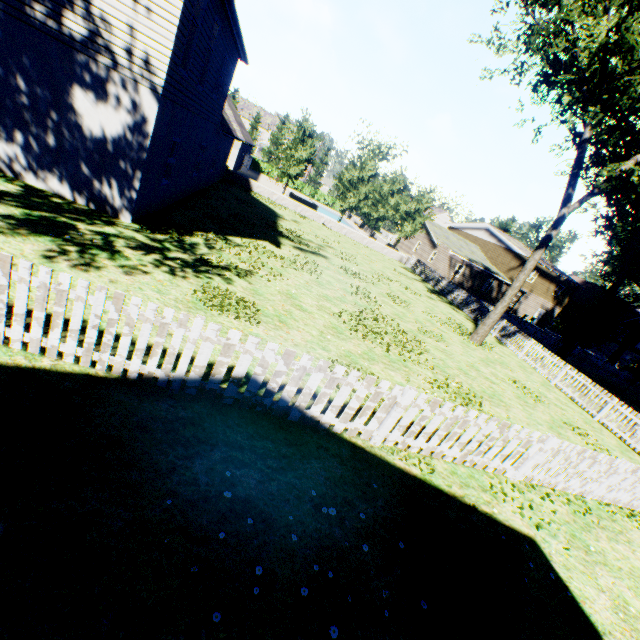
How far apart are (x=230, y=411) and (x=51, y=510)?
2.27m

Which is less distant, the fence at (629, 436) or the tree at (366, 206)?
the fence at (629, 436)

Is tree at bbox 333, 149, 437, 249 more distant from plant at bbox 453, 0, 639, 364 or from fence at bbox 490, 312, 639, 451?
plant at bbox 453, 0, 639, 364

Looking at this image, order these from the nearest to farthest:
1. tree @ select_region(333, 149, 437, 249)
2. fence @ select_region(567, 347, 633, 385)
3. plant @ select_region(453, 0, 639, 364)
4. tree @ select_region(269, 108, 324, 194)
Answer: plant @ select_region(453, 0, 639, 364) < fence @ select_region(567, 347, 633, 385) < tree @ select_region(269, 108, 324, 194) < tree @ select_region(333, 149, 437, 249)

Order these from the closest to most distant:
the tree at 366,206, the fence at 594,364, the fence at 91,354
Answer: the fence at 91,354, the fence at 594,364, the tree at 366,206

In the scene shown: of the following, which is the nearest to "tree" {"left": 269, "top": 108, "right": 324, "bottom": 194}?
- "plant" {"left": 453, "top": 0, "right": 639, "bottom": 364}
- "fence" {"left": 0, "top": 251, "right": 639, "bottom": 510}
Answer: "fence" {"left": 0, "top": 251, "right": 639, "bottom": 510}

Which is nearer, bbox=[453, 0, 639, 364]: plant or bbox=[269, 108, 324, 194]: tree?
bbox=[453, 0, 639, 364]: plant
